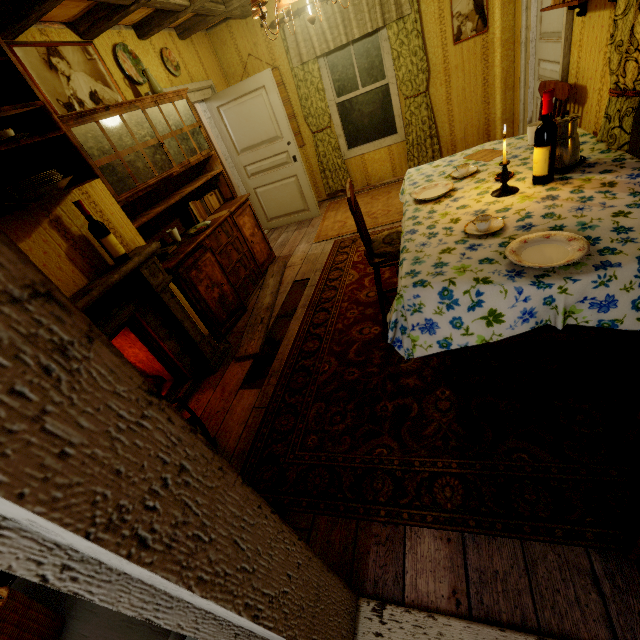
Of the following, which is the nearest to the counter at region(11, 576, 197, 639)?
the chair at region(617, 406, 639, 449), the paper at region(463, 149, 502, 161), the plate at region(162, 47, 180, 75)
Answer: the chair at region(617, 406, 639, 449)

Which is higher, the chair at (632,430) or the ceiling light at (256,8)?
the ceiling light at (256,8)

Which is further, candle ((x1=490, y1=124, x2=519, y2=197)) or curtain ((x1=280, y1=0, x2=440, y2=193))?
curtain ((x1=280, y1=0, x2=440, y2=193))

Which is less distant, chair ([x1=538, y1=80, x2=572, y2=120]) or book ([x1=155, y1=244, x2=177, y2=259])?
chair ([x1=538, y1=80, x2=572, y2=120])

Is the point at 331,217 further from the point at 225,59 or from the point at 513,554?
the point at 513,554

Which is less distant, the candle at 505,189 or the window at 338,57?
the candle at 505,189

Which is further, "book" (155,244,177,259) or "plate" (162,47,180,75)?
"plate" (162,47,180,75)

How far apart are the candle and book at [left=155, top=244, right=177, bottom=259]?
2.7m
